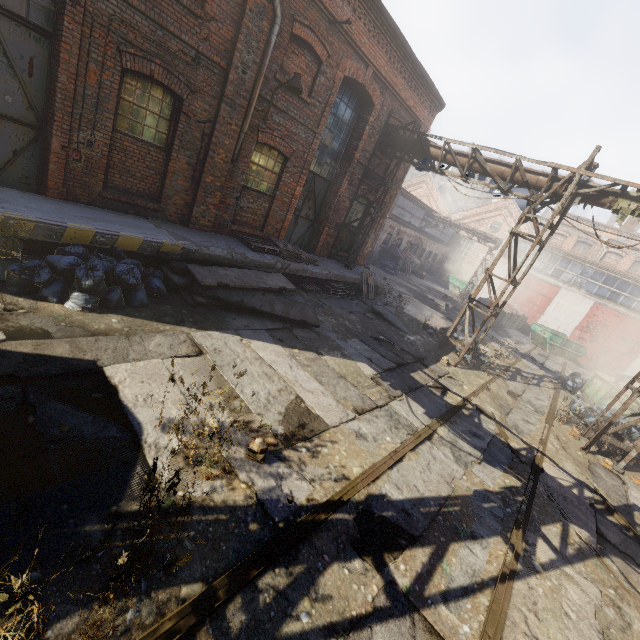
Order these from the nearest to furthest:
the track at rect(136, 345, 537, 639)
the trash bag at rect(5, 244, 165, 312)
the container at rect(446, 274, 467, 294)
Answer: the track at rect(136, 345, 537, 639) < the trash bag at rect(5, 244, 165, 312) < the container at rect(446, 274, 467, 294)

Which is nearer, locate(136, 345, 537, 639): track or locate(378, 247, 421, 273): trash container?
locate(136, 345, 537, 639): track

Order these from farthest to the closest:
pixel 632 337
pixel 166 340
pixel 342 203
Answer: pixel 632 337 < pixel 342 203 < pixel 166 340

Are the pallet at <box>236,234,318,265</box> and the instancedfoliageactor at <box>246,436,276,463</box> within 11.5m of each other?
yes

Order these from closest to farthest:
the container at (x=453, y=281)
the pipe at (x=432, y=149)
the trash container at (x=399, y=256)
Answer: the pipe at (x=432, y=149), the trash container at (x=399, y=256), the container at (x=453, y=281)

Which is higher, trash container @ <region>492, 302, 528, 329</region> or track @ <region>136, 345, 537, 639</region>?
trash container @ <region>492, 302, 528, 329</region>

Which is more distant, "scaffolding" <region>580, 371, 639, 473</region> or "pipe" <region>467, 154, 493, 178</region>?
"pipe" <region>467, 154, 493, 178</region>

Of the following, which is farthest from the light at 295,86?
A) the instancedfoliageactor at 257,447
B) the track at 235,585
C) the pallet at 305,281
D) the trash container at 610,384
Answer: the trash container at 610,384
